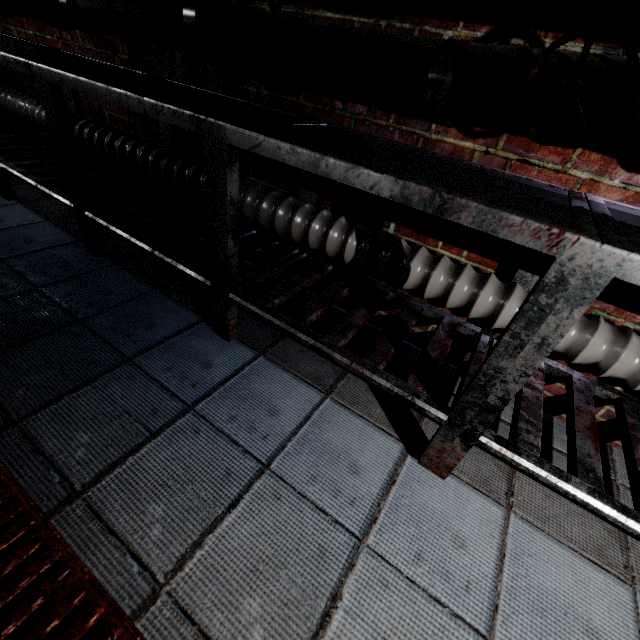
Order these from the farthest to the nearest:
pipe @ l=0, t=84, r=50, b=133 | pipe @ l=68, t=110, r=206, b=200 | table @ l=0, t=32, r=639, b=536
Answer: pipe @ l=0, t=84, r=50, b=133 → pipe @ l=68, t=110, r=206, b=200 → table @ l=0, t=32, r=639, b=536

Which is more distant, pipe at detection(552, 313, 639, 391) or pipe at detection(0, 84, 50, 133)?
pipe at detection(0, 84, 50, 133)

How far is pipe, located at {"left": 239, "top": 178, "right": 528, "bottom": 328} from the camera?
1.2m

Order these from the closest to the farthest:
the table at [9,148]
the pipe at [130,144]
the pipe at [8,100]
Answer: the table at [9,148], the pipe at [130,144], the pipe at [8,100]

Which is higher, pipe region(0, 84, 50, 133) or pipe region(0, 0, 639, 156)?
pipe region(0, 0, 639, 156)

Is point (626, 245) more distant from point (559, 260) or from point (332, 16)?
point (332, 16)

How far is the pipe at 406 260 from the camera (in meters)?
1.18
